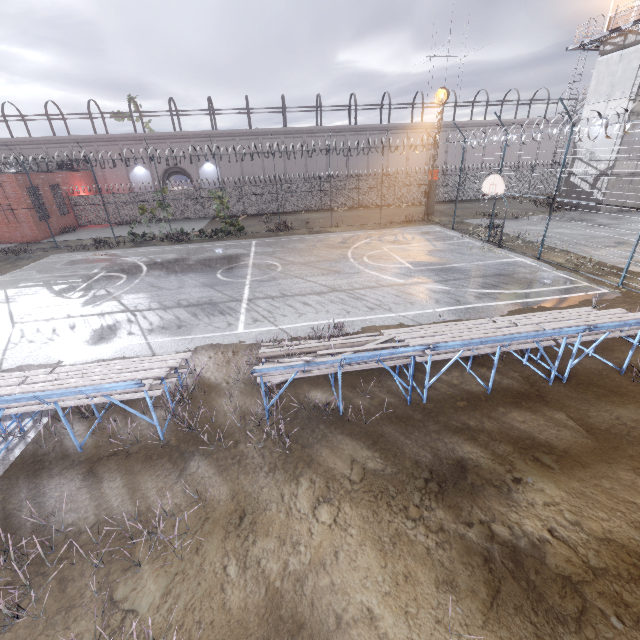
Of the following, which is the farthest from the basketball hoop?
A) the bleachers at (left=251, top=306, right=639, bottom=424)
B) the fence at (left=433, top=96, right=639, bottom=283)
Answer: the bleachers at (left=251, top=306, right=639, bottom=424)

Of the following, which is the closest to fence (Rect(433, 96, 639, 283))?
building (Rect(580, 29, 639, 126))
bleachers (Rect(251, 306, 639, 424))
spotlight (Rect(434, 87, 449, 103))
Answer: spotlight (Rect(434, 87, 449, 103))

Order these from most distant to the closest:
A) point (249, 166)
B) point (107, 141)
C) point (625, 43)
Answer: point (249, 166)
point (107, 141)
point (625, 43)

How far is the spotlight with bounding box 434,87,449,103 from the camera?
23.7m

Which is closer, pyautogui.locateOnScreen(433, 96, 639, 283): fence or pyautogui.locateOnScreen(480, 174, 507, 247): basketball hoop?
pyautogui.locateOnScreen(433, 96, 639, 283): fence

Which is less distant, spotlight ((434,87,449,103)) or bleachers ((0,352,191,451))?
bleachers ((0,352,191,451))

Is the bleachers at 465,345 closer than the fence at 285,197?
Yes

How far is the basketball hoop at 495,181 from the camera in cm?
1555
